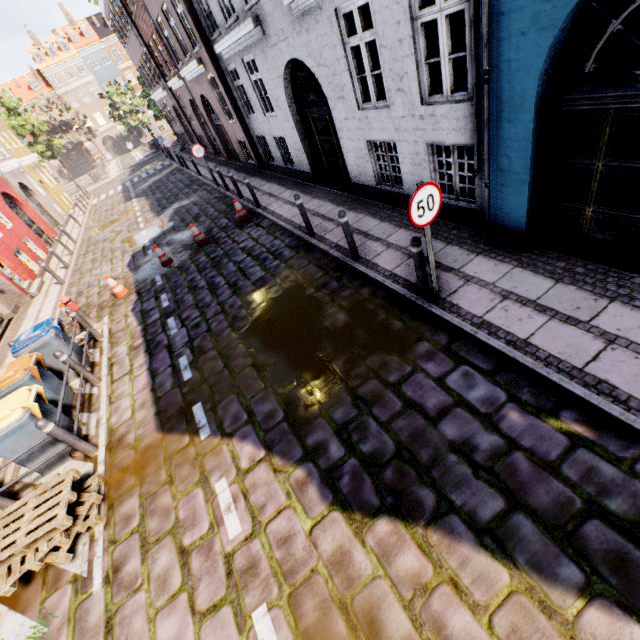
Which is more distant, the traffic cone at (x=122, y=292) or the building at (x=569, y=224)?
the traffic cone at (x=122, y=292)

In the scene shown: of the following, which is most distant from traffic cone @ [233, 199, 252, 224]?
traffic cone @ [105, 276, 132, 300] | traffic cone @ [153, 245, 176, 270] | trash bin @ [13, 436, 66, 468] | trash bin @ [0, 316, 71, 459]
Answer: trash bin @ [13, 436, 66, 468]

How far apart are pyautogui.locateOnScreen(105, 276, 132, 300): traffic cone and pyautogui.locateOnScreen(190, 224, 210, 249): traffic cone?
2.4 meters

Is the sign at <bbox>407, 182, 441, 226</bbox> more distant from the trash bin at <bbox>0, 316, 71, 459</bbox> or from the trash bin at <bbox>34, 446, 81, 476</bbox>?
the trash bin at <bbox>0, 316, 71, 459</bbox>

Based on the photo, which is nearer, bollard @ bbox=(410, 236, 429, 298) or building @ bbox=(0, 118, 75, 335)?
bollard @ bbox=(410, 236, 429, 298)

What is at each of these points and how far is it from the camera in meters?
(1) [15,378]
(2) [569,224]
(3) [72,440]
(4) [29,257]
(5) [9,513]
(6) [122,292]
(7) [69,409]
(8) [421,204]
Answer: (1) trash bin, 5.8
(2) building, 4.8
(3) bollard, 5.2
(4) building, 15.1
(5) pallet, 4.6
(6) traffic cone, 10.0
(7) trash bin, 6.5
(8) sign, 4.0

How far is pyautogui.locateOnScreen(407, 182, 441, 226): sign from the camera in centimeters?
390cm

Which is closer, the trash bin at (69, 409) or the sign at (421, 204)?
the sign at (421, 204)
